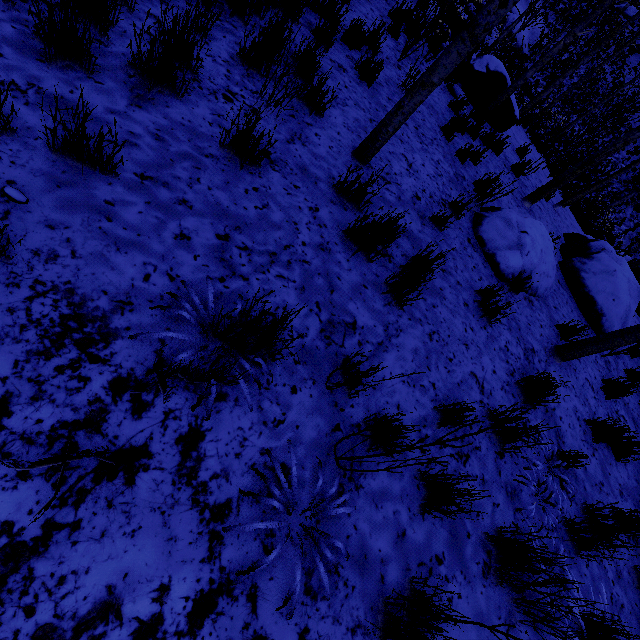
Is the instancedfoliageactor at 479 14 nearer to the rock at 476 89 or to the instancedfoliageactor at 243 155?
the rock at 476 89

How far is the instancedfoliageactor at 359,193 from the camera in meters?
2.9

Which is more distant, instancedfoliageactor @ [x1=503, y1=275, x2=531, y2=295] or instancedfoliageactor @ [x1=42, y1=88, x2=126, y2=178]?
instancedfoliageactor @ [x1=503, y1=275, x2=531, y2=295]

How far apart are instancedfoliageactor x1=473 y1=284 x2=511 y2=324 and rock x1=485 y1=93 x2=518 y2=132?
6.3m

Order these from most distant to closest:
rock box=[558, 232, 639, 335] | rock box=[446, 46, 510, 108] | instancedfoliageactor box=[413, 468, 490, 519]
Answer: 1. rock box=[446, 46, 510, 108]
2. rock box=[558, 232, 639, 335]
3. instancedfoliageactor box=[413, 468, 490, 519]

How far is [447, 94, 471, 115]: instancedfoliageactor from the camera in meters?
6.1 m

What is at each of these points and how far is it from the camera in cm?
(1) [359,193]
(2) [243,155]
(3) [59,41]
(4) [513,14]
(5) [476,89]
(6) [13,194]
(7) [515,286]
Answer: (1) instancedfoliageactor, 298
(2) instancedfoliageactor, 243
(3) instancedfoliageactor, 193
(4) rock, 2569
(5) rock, 728
(6) instancedfoliageactor, 157
(7) instancedfoliageactor, 437
